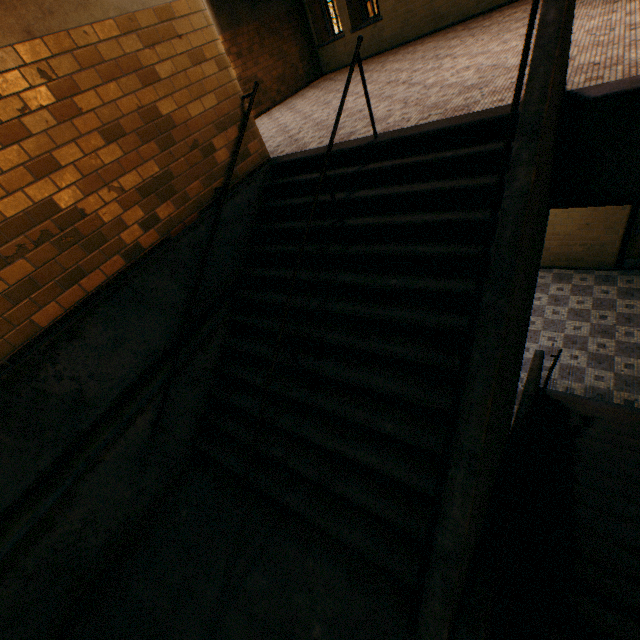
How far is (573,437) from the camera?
4.5m

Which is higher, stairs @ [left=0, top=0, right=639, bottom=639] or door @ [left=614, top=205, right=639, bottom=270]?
stairs @ [left=0, top=0, right=639, bottom=639]

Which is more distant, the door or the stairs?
the door

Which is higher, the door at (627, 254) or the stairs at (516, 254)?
the stairs at (516, 254)

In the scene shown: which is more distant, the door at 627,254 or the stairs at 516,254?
the door at 627,254
